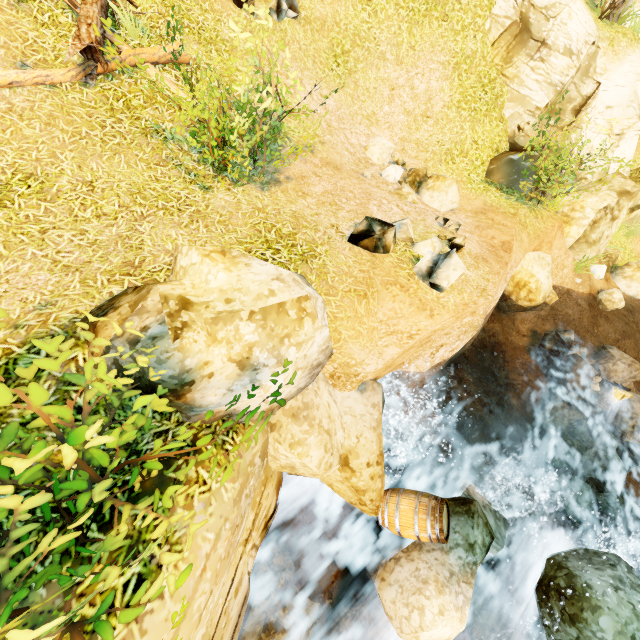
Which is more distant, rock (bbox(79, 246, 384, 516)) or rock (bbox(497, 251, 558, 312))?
rock (bbox(497, 251, 558, 312))

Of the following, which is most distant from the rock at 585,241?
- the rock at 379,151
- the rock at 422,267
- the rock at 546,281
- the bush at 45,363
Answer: the bush at 45,363

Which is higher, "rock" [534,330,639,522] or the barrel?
the barrel

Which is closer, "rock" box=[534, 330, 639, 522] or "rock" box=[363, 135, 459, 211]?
"rock" box=[534, 330, 639, 522]

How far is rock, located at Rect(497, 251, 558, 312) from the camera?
9.51m

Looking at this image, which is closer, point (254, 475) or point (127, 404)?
point (127, 404)

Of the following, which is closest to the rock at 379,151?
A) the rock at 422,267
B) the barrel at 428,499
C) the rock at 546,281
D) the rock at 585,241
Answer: the rock at 546,281

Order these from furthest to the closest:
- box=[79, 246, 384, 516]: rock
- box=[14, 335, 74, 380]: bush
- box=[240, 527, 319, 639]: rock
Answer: box=[240, 527, 319, 639]: rock → box=[79, 246, 384, 516]: rock → box=[14, 335, 74, 380]: bush
